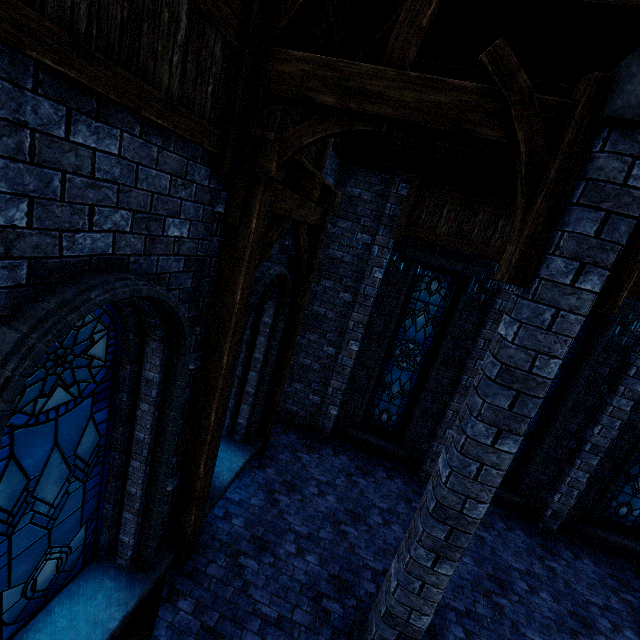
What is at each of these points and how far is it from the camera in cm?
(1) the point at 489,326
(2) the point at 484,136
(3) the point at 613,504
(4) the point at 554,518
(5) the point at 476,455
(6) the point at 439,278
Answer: (1) building, 732
(2) building, 280
(3) window glass, 786
(4) building, 779
(5) pillar, 316
(6) window glass, 788

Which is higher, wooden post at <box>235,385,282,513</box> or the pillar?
the pillar

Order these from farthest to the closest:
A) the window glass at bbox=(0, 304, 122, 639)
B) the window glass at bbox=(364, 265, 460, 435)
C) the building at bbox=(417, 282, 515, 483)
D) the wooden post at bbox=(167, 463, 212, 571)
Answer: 1. the window glass at bbox=(364, 265, 460, 435)
2. the building at bbox=(417, 282, 515, 483)
3. the wooden post at bbox=(167, 463, 212, 571)
4. the window glass at bbox=(0, 304, 122, 639)

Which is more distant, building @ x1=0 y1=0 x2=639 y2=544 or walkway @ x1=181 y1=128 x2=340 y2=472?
walkway @ x1=181 y1=128 x2=340 y2=472

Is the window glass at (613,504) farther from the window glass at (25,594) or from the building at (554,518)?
the window glass at (25,594)

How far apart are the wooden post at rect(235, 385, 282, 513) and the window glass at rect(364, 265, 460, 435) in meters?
2.1

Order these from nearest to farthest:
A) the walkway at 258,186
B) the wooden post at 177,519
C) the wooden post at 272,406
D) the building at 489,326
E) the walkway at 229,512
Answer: the walkway at 258,186, the wooden post at 177,519, the walkway at 229,512, the wooden post at 272,406, the building at 489,326

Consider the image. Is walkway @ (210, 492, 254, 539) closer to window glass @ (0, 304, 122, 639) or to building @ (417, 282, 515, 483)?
building @ (417, 282, 515, 483)
